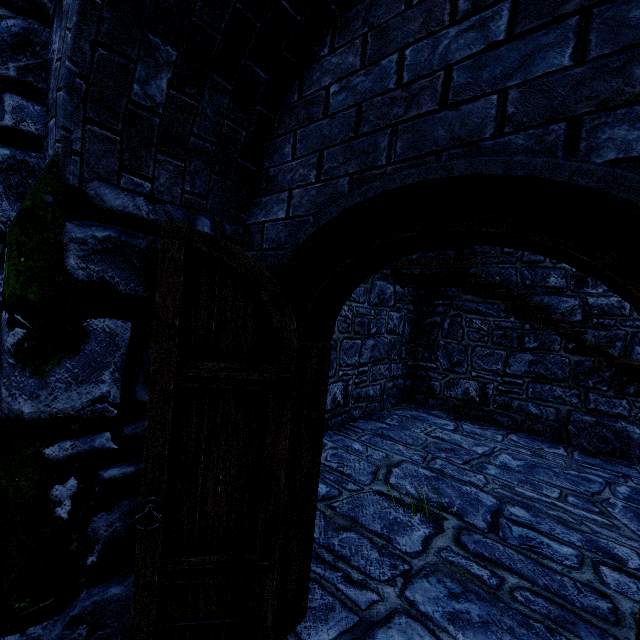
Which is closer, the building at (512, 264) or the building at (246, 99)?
the building at (246, 99)

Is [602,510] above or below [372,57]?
below

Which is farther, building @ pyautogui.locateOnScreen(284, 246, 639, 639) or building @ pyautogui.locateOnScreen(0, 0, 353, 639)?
building @ pyautogui.locateOnScreen(284, 246, 639, 639)
